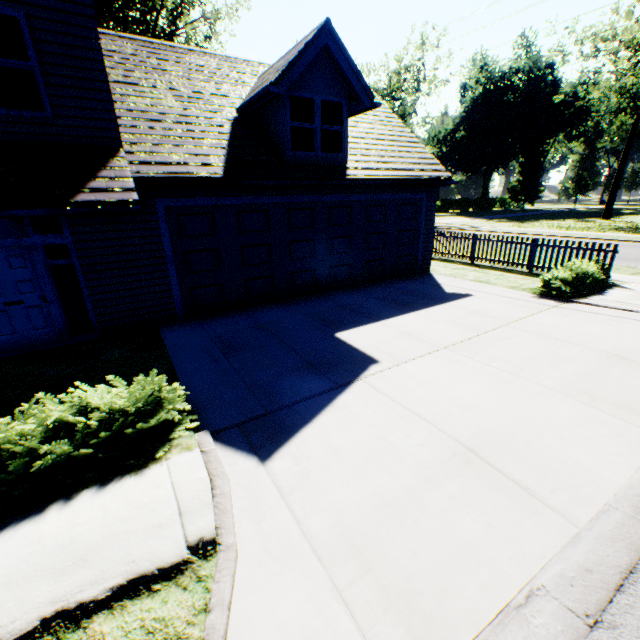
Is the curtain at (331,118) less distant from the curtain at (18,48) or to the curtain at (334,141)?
the curtain at (334,141)

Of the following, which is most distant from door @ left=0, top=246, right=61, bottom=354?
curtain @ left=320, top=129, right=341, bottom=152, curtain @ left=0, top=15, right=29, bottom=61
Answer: curtain @ left=320, top=129, right=341, bottom=152

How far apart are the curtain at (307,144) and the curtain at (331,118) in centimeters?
25cm

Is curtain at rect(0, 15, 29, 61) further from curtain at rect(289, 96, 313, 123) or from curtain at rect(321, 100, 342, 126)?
curtain at rect(321, 100, 342, 126)

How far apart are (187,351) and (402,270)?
8.5 meters

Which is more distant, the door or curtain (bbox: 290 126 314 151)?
curtain (bbox: 290 126 314 151)

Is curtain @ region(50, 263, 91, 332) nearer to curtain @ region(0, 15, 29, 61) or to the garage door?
the garage door

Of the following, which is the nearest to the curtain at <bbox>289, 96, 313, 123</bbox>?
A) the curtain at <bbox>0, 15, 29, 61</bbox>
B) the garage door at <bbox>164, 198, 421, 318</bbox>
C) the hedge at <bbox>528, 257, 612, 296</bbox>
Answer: the garage door at <bbox>164, 198, 421, 318</bbox>
